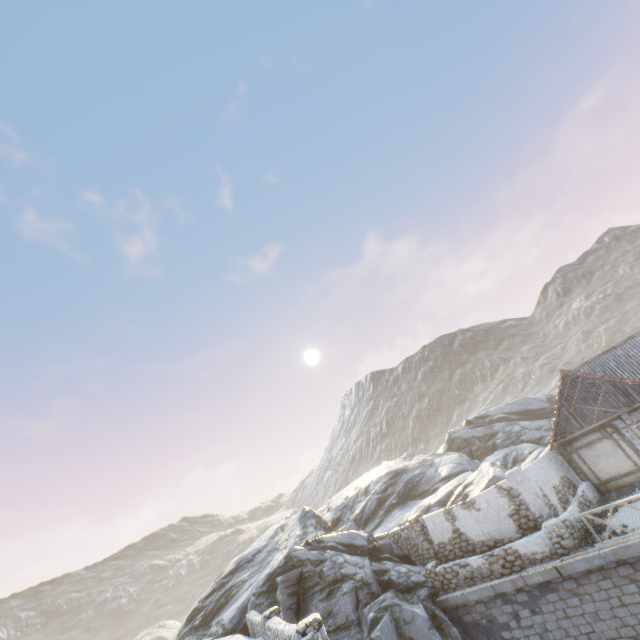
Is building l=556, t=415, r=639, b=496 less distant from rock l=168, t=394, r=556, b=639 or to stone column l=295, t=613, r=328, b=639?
rock l=168, t=394, r=556, b=639

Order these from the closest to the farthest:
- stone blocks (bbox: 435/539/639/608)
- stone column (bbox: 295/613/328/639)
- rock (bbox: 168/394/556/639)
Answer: stone column (bbox: 295/613/328/639)
stone blocks (bbox: 435/539/639/608)
rock (bbox: 168/394/556/639)

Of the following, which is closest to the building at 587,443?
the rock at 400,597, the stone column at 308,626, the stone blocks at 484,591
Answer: the stone blocks at 484,591

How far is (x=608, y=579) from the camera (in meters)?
11.59

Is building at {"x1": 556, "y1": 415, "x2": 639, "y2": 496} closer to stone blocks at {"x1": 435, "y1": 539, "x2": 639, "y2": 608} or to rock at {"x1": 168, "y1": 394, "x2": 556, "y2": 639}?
stone blocks at {"x1": 435, "y1": 539, "x2": 639, "y2": 608}

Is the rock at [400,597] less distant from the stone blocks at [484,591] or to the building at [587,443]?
the stone blocks at [484,591]
